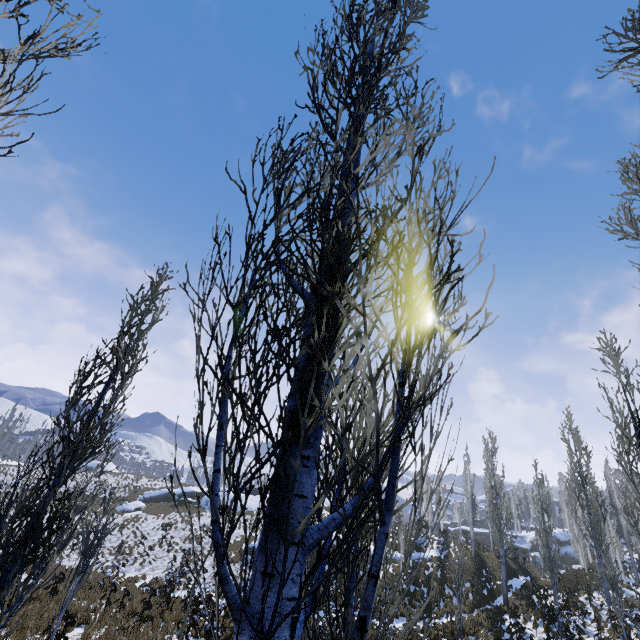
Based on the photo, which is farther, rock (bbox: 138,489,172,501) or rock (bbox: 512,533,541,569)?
rock (bbox: 512,533,541,569)

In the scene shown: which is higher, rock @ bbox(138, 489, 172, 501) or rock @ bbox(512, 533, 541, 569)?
rock @ bbox(512, 533, 541, 569)

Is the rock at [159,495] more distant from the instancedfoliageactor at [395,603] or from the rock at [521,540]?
the rock at [521,540]

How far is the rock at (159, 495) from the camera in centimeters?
4294cm

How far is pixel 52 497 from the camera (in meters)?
4.72

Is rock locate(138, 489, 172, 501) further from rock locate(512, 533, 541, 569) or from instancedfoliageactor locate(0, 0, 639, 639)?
rock locate(512, 533, 541, 569)
